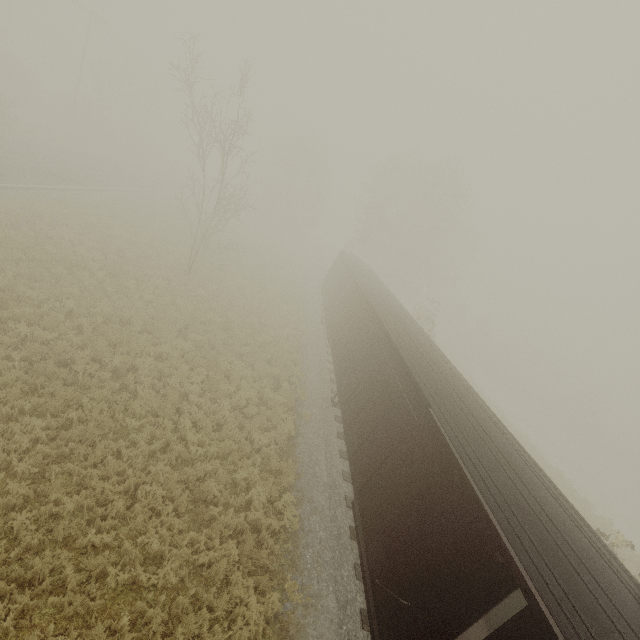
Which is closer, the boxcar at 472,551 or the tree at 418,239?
the boxcar at 472,551

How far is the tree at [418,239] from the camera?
36.0m

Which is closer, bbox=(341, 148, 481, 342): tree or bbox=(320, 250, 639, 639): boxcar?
bbox=(320, 250, 639, 639): boxcar

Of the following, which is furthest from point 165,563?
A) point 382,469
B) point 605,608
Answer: point 605,608

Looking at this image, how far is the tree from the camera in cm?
3597
